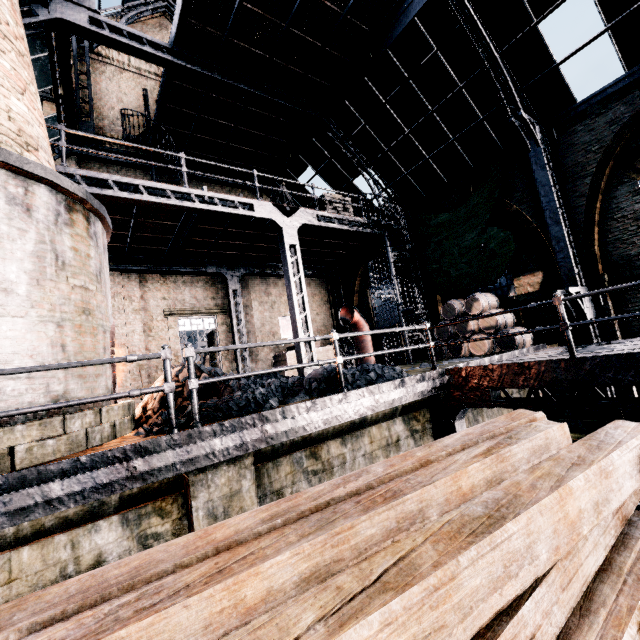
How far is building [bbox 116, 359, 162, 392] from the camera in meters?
13.5 m

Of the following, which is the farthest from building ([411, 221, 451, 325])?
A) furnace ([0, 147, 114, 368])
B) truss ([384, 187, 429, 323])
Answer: furnace ([0, 147, 114, 368])

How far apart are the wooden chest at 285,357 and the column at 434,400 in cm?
864

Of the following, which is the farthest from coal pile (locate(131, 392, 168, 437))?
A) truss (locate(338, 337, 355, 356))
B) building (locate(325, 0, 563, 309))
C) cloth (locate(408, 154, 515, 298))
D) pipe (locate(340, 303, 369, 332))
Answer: cloth (locate(408, 154, 515, 298))

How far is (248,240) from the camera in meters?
14.5 m

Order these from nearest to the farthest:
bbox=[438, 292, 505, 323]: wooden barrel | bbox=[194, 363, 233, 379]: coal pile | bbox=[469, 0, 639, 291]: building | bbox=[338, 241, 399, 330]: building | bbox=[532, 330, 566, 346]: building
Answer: bbox=[194, 363, 233, 379]: coal pile < bbox=[469, 0, 639, 291]: building < bbox=[532, 330, 566, 346]: building < bbox=[438, 292, 505, 323]: wooden barrel < bbox=[338, 241, 399, 330]: building

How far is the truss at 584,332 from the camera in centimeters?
989cm

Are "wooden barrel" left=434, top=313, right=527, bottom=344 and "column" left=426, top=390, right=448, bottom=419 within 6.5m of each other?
yes
